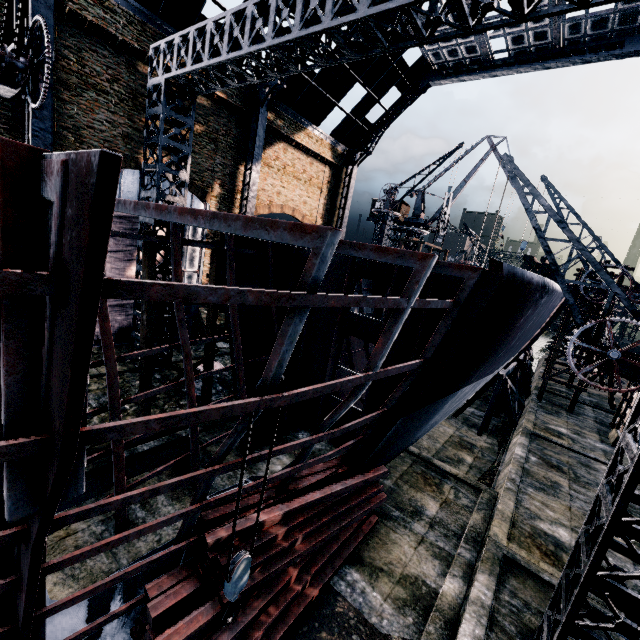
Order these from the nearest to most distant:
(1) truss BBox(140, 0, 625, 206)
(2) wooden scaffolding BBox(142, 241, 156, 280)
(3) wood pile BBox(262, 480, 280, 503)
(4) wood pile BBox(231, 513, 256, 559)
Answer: (4) wood pile BBox(231, 513, 256, 559)
(1) truss BBox(140, 0, 625, 206)
(3) wood pile BBox(262, 480, 280, 503)
(2) wooden scaffolding BBox(142, 241, 156, 280)

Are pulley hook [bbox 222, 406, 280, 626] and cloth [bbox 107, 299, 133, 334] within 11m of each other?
no

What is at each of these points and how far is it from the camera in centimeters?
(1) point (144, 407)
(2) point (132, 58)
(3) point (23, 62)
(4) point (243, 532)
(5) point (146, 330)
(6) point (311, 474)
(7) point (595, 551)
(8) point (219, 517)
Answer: (1) wooden scaffolding, 1249cm
(2) building, 1711cm
(3) crane, 1045cm
(4) wood pile, 753cm
(5) wooden scaffolding, 1187cm
(6) wood pile, 974cm
(7) truss, 618cm
(8) wood pile, 775cm

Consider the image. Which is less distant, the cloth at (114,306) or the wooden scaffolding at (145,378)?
the wooden scaffolding at (145,378)

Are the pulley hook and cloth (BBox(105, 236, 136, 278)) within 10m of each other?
no

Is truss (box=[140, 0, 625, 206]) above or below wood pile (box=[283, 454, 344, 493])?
above

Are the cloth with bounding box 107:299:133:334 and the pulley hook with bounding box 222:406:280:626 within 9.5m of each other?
no

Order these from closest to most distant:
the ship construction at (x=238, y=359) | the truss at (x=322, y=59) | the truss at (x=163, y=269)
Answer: the ship construction at (x=238, y=359) → the truss at (x=322, y=59) → the truss at (x=163, y=269)
